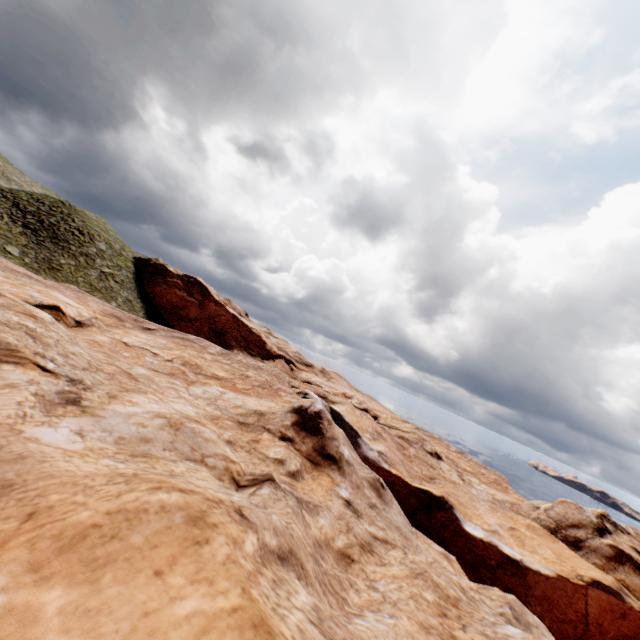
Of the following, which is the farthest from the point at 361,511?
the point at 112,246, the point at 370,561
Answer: the point at 112,246
